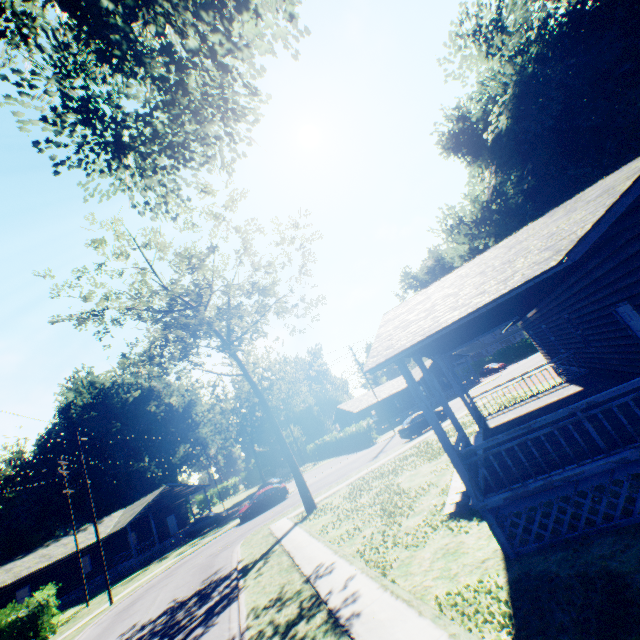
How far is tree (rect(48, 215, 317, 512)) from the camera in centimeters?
1788cm

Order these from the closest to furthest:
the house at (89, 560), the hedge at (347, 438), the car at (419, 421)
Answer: the car at (419, 421)
the house at (89, 560)
the hedge at (347, 438)

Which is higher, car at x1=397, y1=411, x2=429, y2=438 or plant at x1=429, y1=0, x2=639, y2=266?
plant at x1=429, y1=0, x2=639, y2=266

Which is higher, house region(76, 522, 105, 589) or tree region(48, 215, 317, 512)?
tree region(48, 215, 317, 512)

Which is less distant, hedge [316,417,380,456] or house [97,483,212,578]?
house [97,483,212,578]

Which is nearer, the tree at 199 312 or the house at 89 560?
the tree at 199 312

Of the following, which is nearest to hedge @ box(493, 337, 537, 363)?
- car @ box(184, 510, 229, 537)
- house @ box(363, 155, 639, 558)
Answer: house @ box(363, 155, 639, 558)

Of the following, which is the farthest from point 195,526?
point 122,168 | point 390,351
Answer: point 390,351
